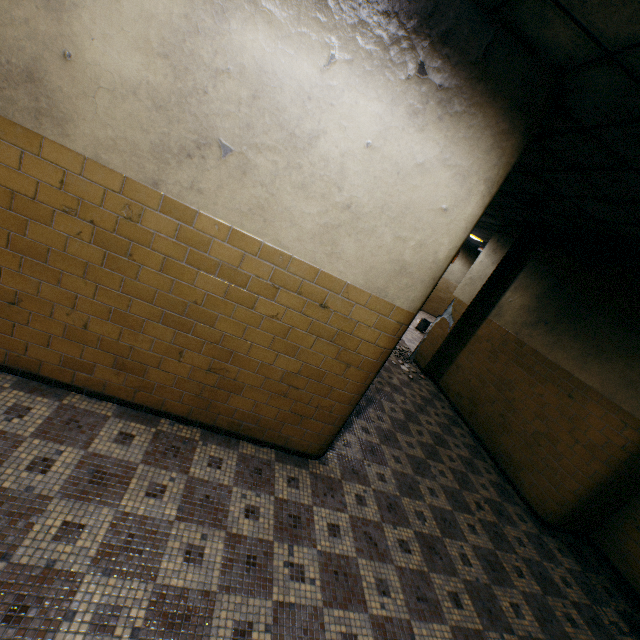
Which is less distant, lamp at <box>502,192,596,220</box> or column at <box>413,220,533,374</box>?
lamp at <box>502,192,596,220</box>

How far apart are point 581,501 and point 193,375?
5.5 meters

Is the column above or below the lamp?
below

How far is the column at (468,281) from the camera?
7.0m

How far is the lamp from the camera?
4.46m

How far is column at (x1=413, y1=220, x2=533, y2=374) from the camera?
7.0 meters

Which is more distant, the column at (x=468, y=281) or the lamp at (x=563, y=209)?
the column at (x=468, y=281)
